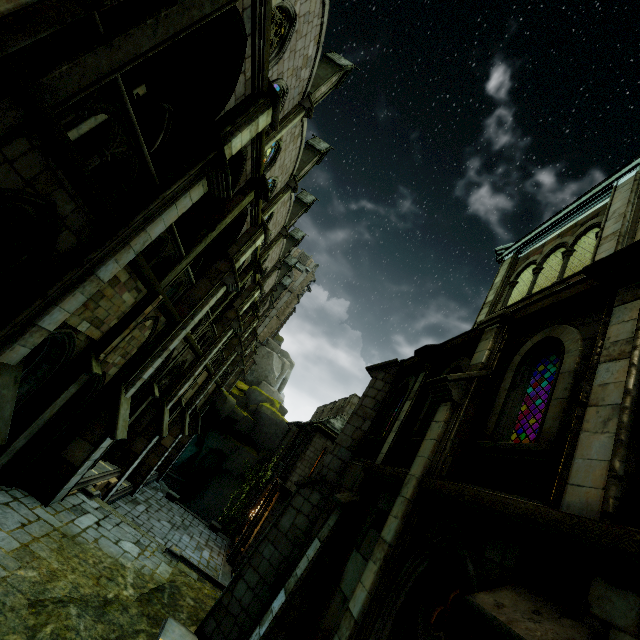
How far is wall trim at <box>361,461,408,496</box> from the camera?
5.68m

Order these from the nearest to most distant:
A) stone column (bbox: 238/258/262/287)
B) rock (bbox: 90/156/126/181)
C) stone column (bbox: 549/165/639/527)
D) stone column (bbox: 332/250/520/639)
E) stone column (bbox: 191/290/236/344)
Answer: stone column (bbox: 549/165/639/527)
stone column (bbox: 332/250/520/639)
rock (bbox: 90/156/126/181)
stone column (bbox: 191/290/236/344)
stone column (bbox: 238/258/262/287)

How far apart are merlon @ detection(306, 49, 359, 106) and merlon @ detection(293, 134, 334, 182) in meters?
4.6

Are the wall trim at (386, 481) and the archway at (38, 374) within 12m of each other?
yes

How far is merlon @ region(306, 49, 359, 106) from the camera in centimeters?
1756cm

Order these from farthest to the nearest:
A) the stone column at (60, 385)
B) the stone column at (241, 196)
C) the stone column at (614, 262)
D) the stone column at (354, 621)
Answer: the stone column at (241, 196) < the stone column at (60, 385) < the stone column at (354, 621) < the stone column at (614, 262)

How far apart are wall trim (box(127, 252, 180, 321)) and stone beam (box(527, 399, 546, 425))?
11.4 meters

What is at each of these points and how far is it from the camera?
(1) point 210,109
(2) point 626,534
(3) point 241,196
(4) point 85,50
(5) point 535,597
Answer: (1) archway, 7.6m
(2) wall trim, 2.3m
(3) stone column, 11.0m
(4) stone column, 4.3m
(5) stone column, 2.7m
